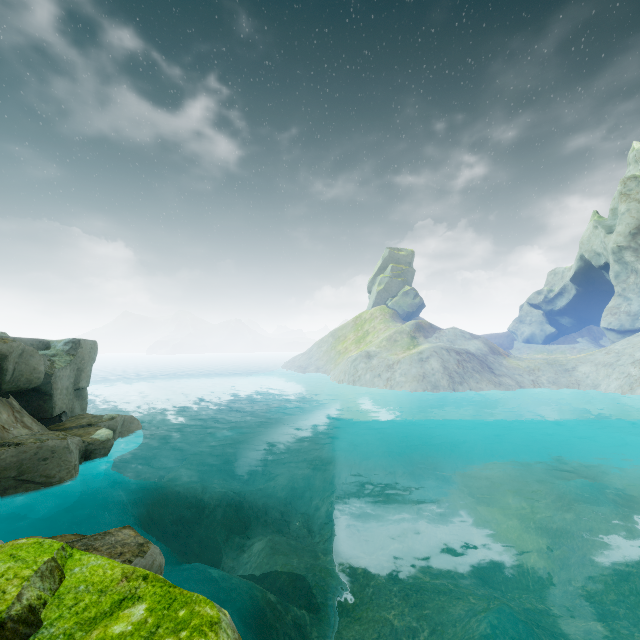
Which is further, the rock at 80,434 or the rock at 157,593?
the rock at 80,434

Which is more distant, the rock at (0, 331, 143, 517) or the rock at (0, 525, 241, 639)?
the rock at (0, 331, 143, 517)

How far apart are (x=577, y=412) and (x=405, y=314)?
32.87m
